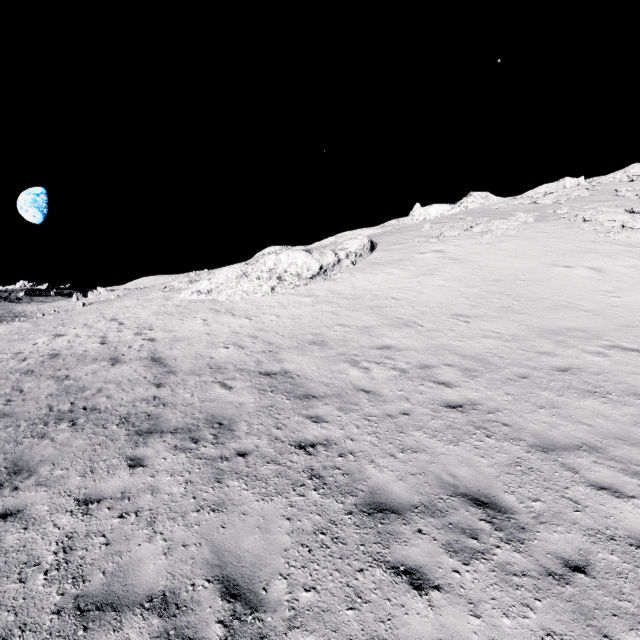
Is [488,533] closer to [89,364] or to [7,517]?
[7,517]
